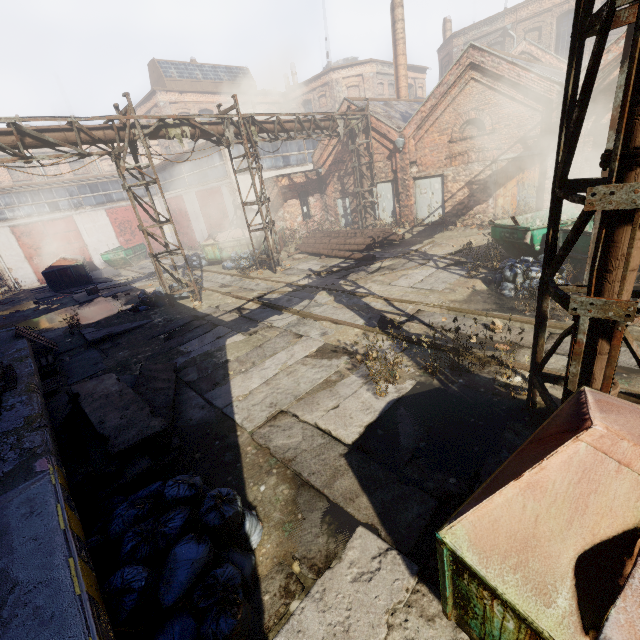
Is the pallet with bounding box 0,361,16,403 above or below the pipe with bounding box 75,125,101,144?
below

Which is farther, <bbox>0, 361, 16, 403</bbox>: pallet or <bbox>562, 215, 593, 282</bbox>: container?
<bbox>562, 215, 593, 282</bbox>: container

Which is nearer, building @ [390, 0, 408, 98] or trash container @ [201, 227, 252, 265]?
trash container @ [201, 227, 252, 265]

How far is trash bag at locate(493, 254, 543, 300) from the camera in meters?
8.2

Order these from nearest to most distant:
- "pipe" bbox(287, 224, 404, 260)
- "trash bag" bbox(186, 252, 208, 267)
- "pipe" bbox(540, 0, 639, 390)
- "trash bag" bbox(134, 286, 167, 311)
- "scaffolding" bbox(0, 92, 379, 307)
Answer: "pipe" bbox(540, 0, 639, 390) < "scaffolding" bbox(0, 92, 379, 307) < "trash bag" bbox(134, 286, 167, 311) < "pipe" bbox(287, 224, 404, 260) < "trash bag" bbox(186, 252, 208, 267)

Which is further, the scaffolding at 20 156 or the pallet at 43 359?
the scaffolding at 20 156

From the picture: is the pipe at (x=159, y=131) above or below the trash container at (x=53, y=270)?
above

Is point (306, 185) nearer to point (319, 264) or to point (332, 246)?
point (332, 246)
